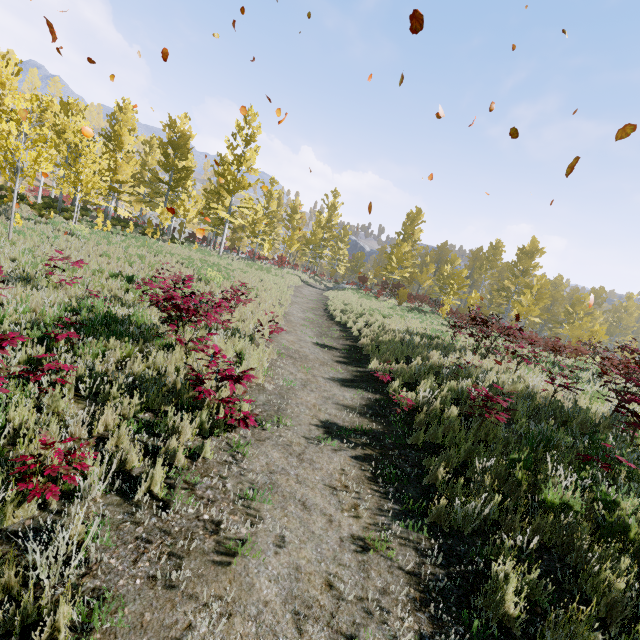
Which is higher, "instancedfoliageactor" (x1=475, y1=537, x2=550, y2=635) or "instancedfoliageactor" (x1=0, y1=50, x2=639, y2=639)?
"instancedfoliageactor" (x1=0, y1=50, x2=639, y2=639)

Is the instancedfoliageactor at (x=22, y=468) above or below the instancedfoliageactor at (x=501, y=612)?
above

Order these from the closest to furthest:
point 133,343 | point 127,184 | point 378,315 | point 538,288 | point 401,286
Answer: point 133,343 → point 378,315 → point 538,288 → point 401,286 → point 127,184
